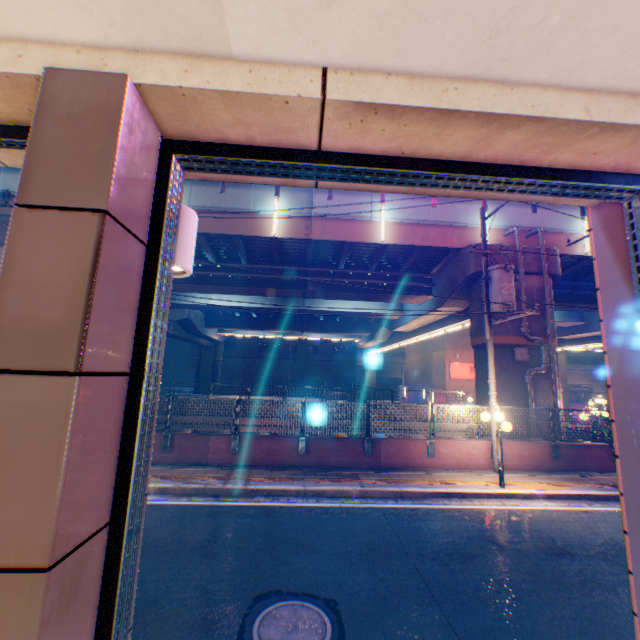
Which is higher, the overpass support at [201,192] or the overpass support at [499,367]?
the overpass support at [201,192]

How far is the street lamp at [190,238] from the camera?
2.0m

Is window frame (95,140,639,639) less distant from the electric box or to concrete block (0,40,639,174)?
concrete block (0,40,639,174)

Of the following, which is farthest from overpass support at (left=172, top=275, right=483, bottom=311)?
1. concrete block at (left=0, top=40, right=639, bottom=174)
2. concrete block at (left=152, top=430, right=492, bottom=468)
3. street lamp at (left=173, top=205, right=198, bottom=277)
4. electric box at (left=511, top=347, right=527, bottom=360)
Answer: street lamp at (left=173, top=205, right=198, bottom=277)

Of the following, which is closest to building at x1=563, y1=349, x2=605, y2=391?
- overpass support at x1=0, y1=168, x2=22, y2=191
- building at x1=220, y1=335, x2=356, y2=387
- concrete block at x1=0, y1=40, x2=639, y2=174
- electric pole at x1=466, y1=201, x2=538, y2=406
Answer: building at x1=220, y1=335, x2=356, y2=387

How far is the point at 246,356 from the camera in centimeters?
5419cm

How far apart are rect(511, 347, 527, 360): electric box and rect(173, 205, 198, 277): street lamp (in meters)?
14.71

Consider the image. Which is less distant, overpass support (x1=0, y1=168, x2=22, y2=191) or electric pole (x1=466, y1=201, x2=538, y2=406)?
electric pole (x1=466, y1=201, x2=538, y2=406)
